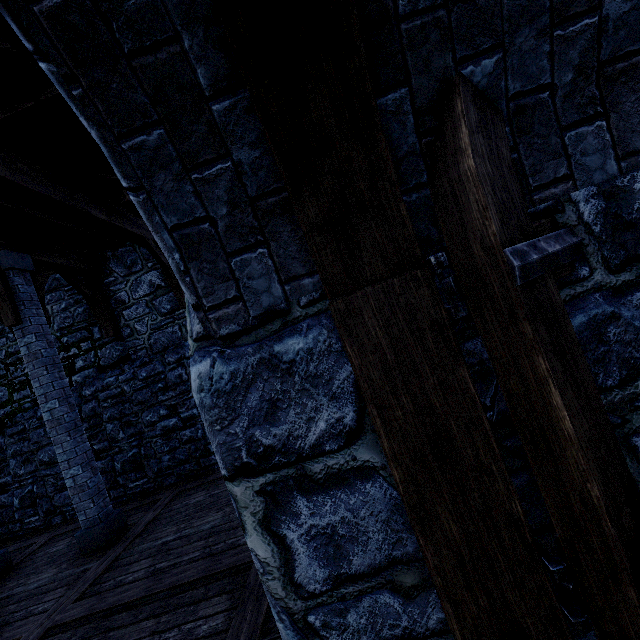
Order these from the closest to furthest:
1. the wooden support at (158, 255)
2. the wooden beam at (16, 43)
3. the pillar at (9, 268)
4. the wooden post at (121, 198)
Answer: the wooden beam at (16, 43), the pillar at (9, 268), the wooden post at (121, 198), the wooden support at (158, 255)

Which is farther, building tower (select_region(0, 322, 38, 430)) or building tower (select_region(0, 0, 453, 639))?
building tower (select_region(0, 322, 38, 430))

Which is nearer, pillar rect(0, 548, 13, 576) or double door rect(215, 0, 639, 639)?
double door rect(215, 0, 639, 639)

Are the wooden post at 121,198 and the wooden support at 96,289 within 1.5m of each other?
no

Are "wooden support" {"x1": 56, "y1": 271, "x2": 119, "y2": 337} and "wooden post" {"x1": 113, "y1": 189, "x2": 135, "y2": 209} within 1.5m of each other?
no

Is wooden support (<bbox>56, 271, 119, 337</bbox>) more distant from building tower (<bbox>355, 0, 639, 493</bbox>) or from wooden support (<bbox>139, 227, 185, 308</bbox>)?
wooden support (<bbox>139, 227, 185, 308</bbox>)

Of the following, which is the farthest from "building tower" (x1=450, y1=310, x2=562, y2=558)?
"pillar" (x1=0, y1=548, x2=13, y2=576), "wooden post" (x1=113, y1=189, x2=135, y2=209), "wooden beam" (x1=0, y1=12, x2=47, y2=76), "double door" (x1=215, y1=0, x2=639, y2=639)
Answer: "wooden post" (x1=113, y1=189, x2=135, y2=209)

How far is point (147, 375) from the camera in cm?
771
